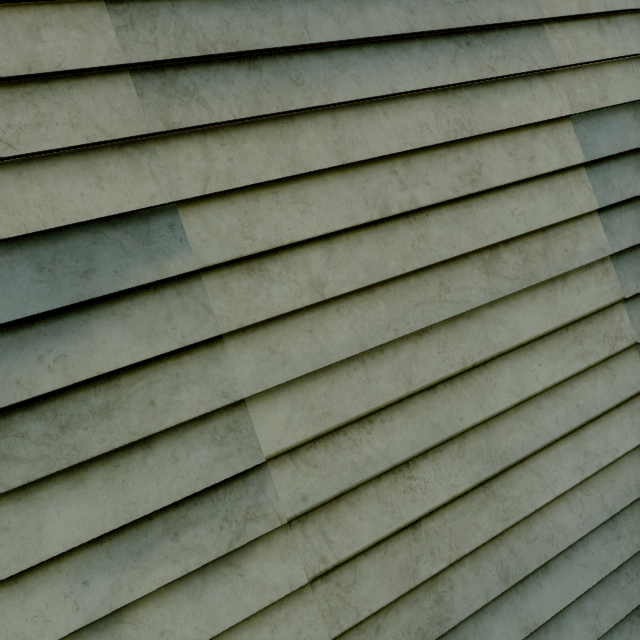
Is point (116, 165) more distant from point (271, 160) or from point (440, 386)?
point (440, 386)
